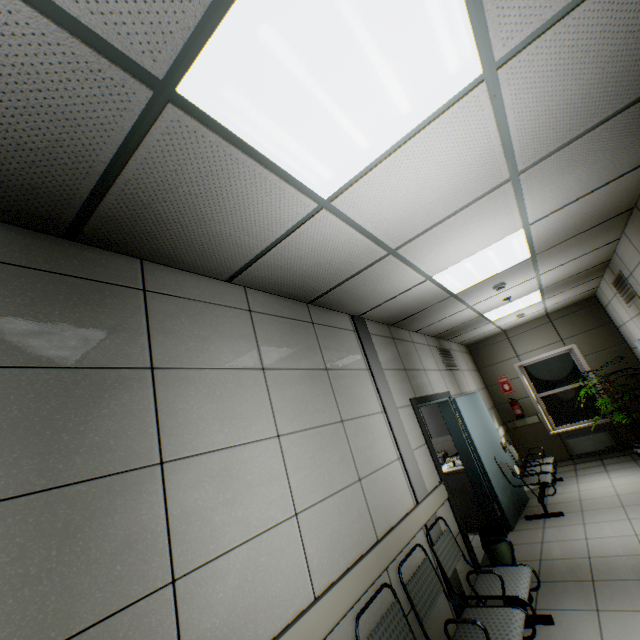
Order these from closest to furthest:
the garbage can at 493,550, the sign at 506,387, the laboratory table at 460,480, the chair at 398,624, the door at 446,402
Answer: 1. the chair at 398,624
2. the garbage can at 493,550
3. the door at 446,402
4. the laboratory table at 460,480
5. the sign at 506,387

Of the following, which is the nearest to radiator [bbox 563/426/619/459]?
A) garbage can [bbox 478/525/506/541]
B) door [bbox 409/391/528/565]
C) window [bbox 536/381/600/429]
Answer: window [bbox 536/381/600/429]

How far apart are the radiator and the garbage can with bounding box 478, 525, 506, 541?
5.1 meters

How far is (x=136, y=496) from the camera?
1.4m

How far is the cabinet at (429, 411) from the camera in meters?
5.7 m

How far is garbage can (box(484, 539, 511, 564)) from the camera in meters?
3.3

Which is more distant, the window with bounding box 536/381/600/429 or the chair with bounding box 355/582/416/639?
the window with bounding box 536/381/600/429

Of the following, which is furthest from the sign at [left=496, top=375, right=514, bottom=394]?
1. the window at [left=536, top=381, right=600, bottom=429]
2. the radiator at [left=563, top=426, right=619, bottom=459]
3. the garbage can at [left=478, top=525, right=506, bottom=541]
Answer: the garbage can at [left=478, top=525, right=506, bottom=541]
